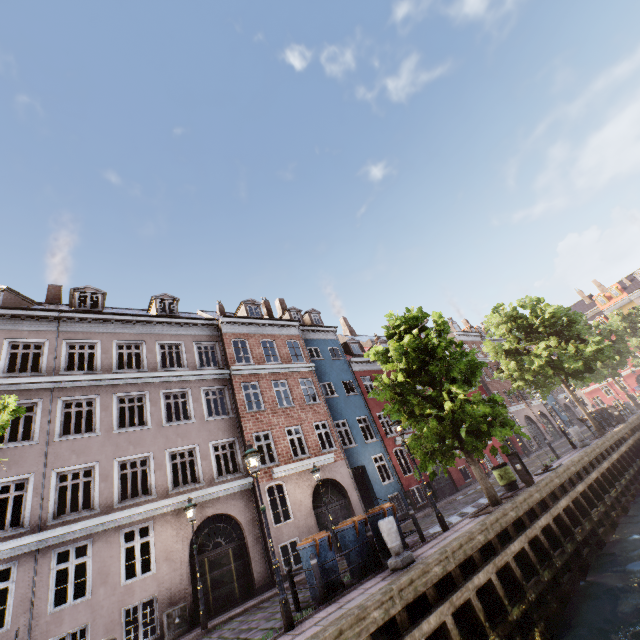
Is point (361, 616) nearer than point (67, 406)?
Yes

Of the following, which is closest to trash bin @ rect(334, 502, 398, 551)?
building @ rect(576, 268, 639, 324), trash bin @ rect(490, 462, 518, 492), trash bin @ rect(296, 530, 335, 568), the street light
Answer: trash bin @ rect(296, 530, 335, 568)

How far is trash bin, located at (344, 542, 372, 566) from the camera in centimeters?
916cm

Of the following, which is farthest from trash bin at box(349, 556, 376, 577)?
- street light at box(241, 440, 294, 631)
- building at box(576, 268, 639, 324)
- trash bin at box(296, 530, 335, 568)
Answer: building at box(576, 268, 639, 324)

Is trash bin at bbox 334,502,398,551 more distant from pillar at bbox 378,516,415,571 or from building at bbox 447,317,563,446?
building at bbox 447,317,563,446

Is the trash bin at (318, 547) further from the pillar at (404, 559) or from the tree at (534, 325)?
the tree at (534, 325)

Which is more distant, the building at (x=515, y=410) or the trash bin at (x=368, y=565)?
the building at (x=515, y=410)

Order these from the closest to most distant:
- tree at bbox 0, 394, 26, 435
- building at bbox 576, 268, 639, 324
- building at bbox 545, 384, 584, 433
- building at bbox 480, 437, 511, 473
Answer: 1. tree at bbox 0, 394, 26, 435
2. building at bbox 480, 437, 511, 473
3. building at bbox 545, 384, 584, 433
4. building at bbox 576, 268, 639, 324
